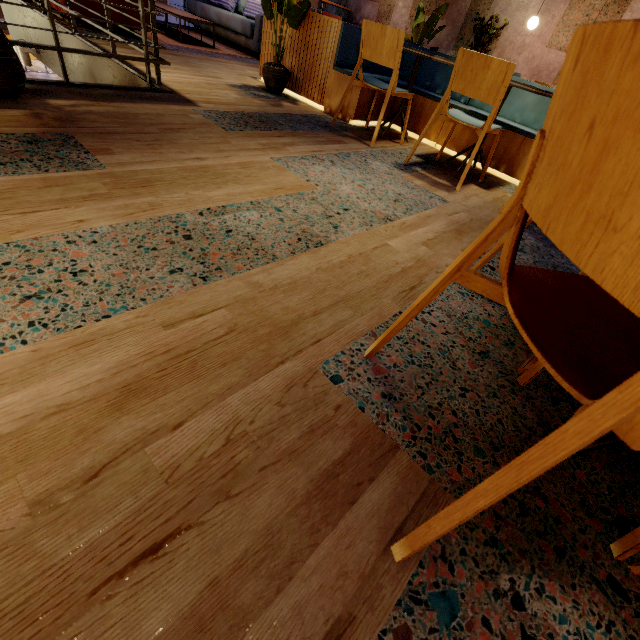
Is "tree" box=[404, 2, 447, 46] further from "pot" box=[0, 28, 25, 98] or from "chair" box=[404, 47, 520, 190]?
"pot" box=[0, 28, 25, 98]

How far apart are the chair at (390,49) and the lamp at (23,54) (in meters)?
4.61

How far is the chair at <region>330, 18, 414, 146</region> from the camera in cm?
266

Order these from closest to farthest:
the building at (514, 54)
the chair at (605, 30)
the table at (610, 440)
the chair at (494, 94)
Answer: the chair at (605, 30)
the table at (610, 440)
the chair at (494, 94)
the building at (514, 54)

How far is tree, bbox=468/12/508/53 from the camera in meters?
6.8 m

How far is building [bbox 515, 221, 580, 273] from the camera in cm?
198

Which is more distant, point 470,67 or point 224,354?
point 470,67

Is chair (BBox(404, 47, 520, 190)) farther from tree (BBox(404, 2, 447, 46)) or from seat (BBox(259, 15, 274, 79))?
tree (BBox(404, 2, 447, 46))
